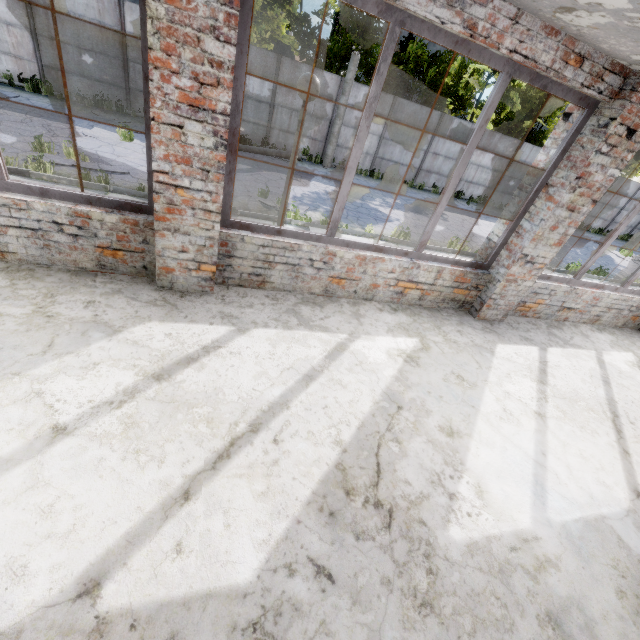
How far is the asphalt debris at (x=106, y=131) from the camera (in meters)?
10.47

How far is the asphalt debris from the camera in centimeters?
1047cm

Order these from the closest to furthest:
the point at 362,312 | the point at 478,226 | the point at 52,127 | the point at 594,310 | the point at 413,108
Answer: the point at 362,312 < the point at 594,310 < the point at 52,127 < the point at 478,226 < the point at 413,108
